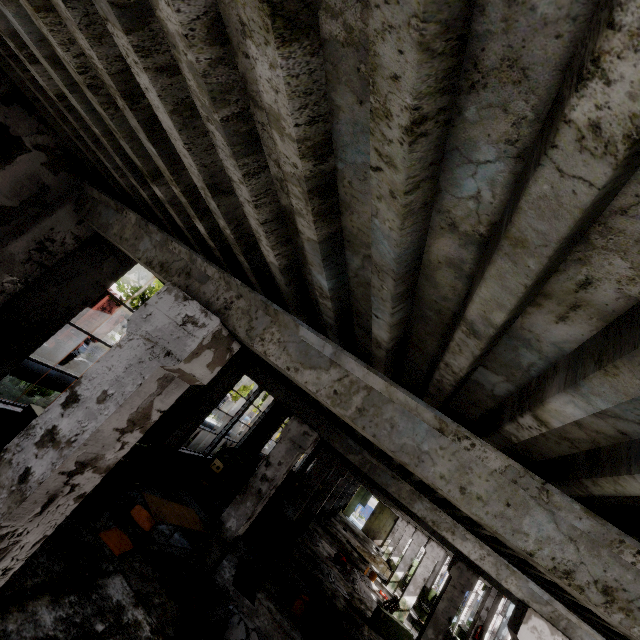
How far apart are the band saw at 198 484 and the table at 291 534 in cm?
444

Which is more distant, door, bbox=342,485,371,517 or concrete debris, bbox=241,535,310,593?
door, bbox=342,485,371,517

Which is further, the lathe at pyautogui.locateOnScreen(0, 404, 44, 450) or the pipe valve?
the pipe valve

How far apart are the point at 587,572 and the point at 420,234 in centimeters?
217cm

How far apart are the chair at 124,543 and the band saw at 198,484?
4.9 meters

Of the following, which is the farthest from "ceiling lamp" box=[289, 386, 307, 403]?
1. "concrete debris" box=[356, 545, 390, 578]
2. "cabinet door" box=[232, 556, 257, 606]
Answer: "concrete debris" box=[356, 545, 390, 578]

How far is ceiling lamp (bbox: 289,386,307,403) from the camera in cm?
604

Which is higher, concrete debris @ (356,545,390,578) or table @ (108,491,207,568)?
table @ (108,491,207,568)
